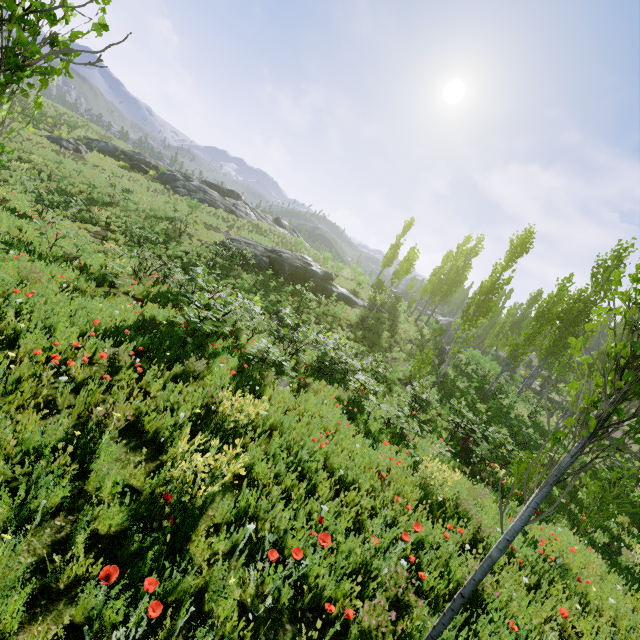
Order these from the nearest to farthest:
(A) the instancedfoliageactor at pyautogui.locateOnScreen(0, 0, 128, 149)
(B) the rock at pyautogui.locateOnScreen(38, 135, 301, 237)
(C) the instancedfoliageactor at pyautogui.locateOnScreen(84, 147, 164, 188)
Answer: (A) the instancedfoliageactor at pyautogui.locateOnScreen(0, 0, 128, 149), (C) the instancedfoliageactor at pyautogui.locateOnScreen(84, 147, 164, 188), (B) the rock at pyautogui.locateOnScreen(38, 135, 301, 237)

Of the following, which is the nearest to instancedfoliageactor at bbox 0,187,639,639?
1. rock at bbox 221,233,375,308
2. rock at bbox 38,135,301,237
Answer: rock at bbox 221,233,375,308

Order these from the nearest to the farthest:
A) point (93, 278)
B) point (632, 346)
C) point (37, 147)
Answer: point (632, 346) → point (93, 278) → point (37, 147)

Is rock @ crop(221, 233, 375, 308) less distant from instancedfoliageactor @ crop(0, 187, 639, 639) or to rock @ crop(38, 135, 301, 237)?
instancedfoliageactor @ crop(0, 187, 639, 639)

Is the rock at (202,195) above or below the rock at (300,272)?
above

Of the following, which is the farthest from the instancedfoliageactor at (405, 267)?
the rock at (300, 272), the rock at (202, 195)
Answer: the rock at (202, 195)

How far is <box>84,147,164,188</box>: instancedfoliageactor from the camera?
29.22m
